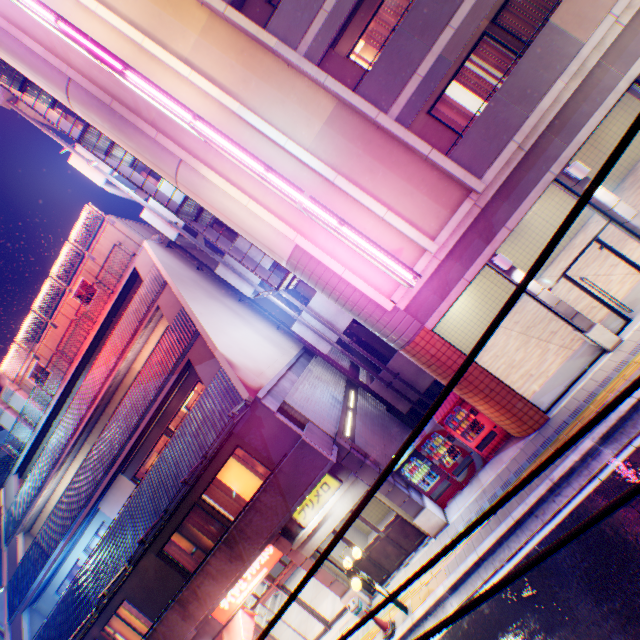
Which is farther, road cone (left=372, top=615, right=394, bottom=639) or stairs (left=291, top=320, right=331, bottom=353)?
stairs (left=291, top=320, right=331, bottom=353)

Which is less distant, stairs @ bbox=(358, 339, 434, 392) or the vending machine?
the vending machine

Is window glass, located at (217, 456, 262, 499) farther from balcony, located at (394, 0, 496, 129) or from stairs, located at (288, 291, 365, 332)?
balcony, located at (394, 0, 496, 129)

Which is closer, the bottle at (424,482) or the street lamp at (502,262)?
the street lamp at (502,262)

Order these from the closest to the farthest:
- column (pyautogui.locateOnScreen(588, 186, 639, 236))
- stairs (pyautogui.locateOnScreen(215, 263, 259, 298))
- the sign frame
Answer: column (pyautogui.locateOnScreen(588, 186, 639, 236))
the sign frame
stairs (pyautogui.locateOnScreen(215, 263, 259, 298))

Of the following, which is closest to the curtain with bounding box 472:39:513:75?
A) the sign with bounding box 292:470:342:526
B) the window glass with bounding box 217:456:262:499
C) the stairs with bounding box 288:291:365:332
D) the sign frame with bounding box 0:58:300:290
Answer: the sign frame with bounding box 0:58:300:290

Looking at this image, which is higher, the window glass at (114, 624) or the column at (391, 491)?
the window glass at (114, 624)

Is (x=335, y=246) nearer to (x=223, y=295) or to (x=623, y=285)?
(x=223, y=295)
